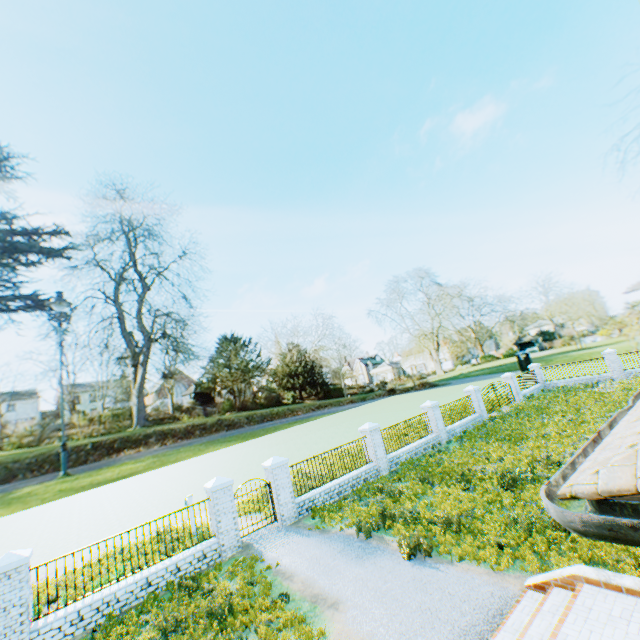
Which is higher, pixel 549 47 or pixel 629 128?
pixel 549 47

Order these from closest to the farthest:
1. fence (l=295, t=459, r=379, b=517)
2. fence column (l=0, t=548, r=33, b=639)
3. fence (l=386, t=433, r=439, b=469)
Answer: fence column (l=0, t=548, r=33, b=639) → fence (l=295, t=459, r=379, b=517) → fence (l=386, t=433, r=439, b=469)

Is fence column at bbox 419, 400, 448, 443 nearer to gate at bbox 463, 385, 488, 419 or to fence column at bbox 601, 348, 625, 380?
gate at bbox 463, 385, 488, 419

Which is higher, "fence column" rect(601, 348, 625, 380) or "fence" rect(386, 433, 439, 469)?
"fence column" rect(601, 348, 625, 380)

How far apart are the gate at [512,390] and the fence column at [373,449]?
15.4m

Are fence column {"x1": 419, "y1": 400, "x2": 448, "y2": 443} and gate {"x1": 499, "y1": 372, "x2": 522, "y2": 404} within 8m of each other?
no

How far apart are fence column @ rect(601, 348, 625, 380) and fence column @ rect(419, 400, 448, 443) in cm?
1678

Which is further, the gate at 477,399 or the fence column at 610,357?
the fence column at 610,357
